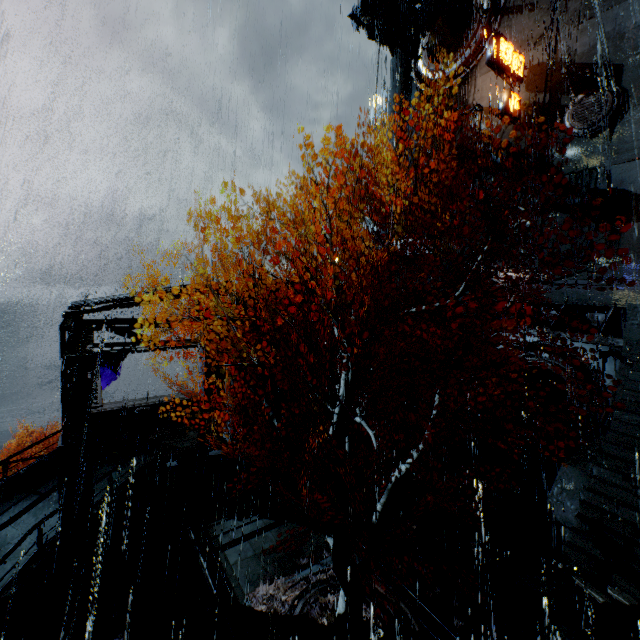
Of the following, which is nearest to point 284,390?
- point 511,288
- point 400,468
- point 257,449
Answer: point 257,449

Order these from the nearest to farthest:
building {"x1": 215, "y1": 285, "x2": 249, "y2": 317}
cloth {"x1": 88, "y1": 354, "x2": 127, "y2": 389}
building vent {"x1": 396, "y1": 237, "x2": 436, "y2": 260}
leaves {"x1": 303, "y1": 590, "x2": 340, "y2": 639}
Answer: leaves {"x1": 303, "y1": 590, "x2": 340, "y2": 639} < building {"x1": 215, "y1": 285, "x2": 249, "y2": 317} < cloth {"x1": 88, "y1": 354, "x2": 127, "y2": 389} < building vent {"x1": 396, "y1": 237, "x2": 436, "y2": 260}

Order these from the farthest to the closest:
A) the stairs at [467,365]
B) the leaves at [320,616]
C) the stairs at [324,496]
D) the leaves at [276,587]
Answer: the stairs at [467,365] < the stairs at [324,496] < the leaves at [276,587] < the leaves at [320,616]

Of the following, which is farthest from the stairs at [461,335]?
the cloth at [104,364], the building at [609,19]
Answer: the cloth at [104,364]

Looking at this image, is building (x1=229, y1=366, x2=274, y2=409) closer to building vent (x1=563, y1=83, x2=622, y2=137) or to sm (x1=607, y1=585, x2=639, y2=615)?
building vent (x1=563, y1=83, x2=622, y2=137)

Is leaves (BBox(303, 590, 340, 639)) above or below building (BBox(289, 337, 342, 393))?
below

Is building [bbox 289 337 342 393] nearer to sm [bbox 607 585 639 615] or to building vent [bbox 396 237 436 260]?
building vent [bbox 396 237 436 260]

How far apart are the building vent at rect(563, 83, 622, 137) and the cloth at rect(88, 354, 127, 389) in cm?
3831
